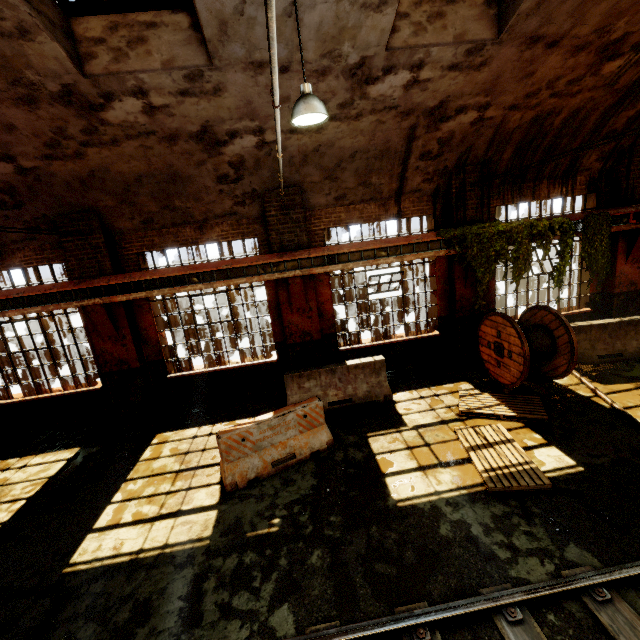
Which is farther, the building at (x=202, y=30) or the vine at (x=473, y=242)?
the vine at (x=473, y=242)

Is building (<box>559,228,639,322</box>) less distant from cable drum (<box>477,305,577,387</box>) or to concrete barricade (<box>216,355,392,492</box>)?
cable drum (<box>477,305,577,387</box>)

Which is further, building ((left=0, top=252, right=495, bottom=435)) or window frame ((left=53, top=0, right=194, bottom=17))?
building ((left=0, top=252, right=495, bottom=435))

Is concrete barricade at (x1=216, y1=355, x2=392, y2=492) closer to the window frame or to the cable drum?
the cable drum

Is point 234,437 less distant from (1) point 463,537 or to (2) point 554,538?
(1) point 463,537

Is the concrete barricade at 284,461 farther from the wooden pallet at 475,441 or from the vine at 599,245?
the vine at 599,245

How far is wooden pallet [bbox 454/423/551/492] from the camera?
5.0 meters
